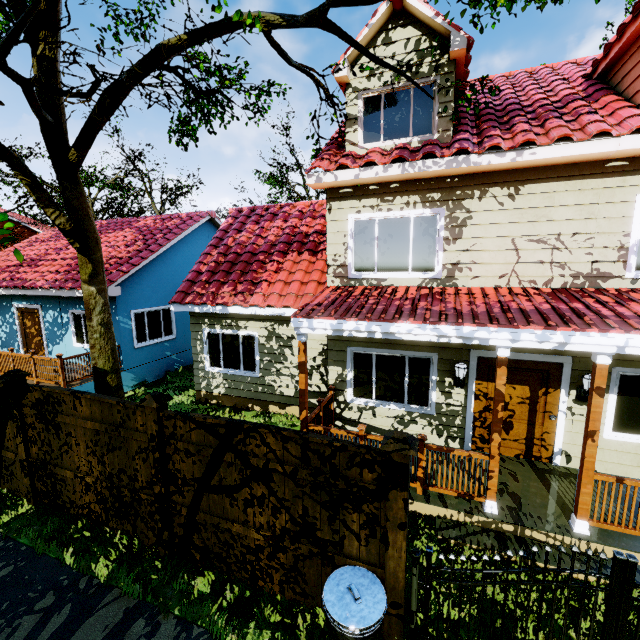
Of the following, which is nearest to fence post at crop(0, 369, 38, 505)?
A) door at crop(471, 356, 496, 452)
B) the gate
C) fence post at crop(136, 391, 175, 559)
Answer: fence post at crop(136, 391, 175, 559)

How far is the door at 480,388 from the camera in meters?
6.6 m

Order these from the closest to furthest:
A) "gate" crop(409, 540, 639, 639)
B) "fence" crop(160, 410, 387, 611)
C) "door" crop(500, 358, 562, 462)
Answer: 1. "gate" crop(409, 540, 639, 639)
2. "fence" crop(160, 410, 387, 611)
3. "door" crop(500, 358, 562, 462)

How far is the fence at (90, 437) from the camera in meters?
4.9

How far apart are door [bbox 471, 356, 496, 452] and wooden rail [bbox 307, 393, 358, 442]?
3.2 meters

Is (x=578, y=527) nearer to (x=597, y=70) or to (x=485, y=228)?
(x=485, y=228)

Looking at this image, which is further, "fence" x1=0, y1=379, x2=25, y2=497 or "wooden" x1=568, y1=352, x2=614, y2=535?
"fence" x1=0, y1=379, x2=25, y2=497

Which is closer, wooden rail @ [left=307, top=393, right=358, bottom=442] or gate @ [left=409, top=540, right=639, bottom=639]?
gate @ [left=409, top=540, right=639, bottom=639]
